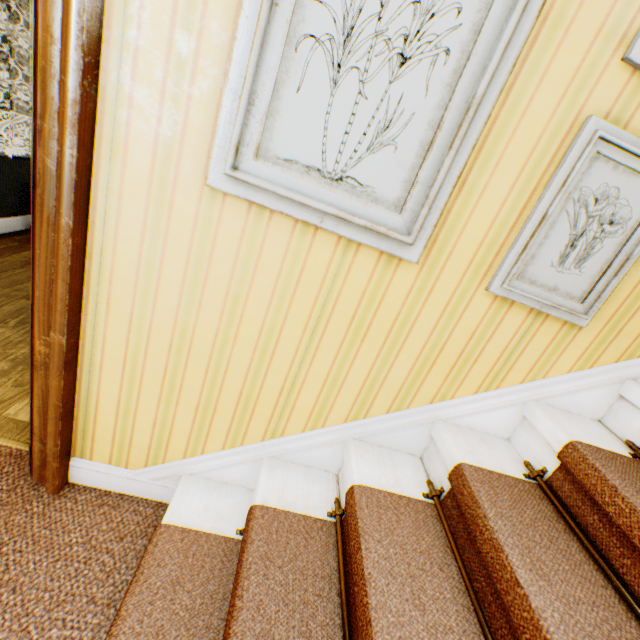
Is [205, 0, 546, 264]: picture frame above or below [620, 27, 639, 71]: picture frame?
below

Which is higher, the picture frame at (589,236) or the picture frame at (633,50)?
the picture frame at (633,50)

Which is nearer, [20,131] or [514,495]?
[514,495]

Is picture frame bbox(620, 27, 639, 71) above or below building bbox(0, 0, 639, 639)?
above

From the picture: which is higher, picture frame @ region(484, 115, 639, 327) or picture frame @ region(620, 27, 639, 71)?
picture frame @ region(620, 27, 639, 71)

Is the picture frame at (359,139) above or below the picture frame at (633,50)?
below
